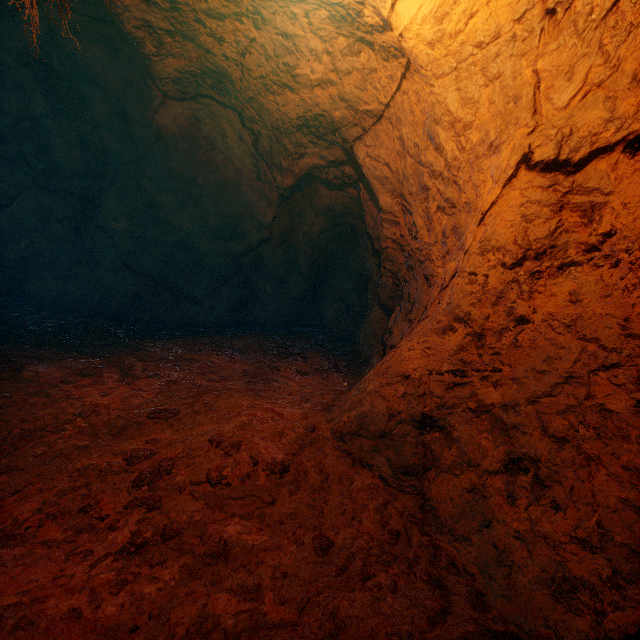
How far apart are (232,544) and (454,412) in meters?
1.7 m
